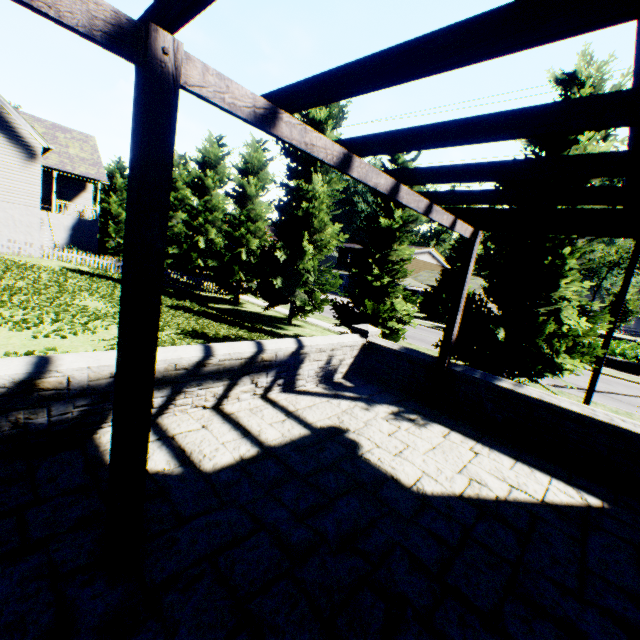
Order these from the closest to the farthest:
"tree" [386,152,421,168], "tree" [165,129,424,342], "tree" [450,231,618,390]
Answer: "tree" [450,231,618,390], "tree" [386,152,421,168], "tree" [165,129,424,342]

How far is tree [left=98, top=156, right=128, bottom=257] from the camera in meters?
38.4 m

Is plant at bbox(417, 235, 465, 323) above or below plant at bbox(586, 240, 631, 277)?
below

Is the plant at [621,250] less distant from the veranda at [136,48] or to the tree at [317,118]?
the tree at [317,118]

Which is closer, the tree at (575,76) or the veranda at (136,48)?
the veranda at (136,48)

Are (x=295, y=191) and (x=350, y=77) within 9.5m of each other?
no

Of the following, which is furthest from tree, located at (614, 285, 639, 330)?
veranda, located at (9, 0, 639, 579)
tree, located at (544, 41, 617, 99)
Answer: veranda, located at (9, 0, 639, 579)

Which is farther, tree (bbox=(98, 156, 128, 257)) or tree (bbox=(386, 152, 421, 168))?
tree (bbox=(98, 156, 128, 257))
